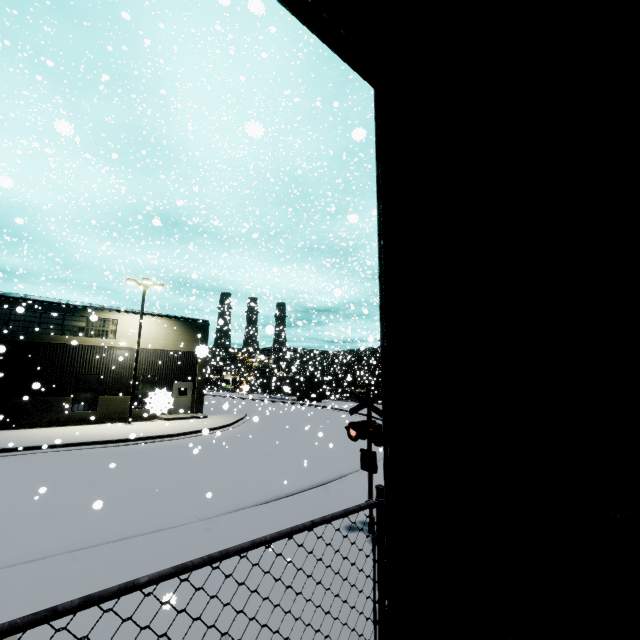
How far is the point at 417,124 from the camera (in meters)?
1.75

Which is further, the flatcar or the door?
the door

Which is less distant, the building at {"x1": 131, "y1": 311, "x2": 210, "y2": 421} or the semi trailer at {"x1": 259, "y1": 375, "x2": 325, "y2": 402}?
the building at {"x1": 131, "y1": 311, "x2": 210, "y2": 421}

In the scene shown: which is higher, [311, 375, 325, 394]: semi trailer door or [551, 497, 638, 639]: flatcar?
[311, 375, 325, 394]: semi trailer door

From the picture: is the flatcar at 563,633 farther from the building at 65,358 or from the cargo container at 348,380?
the cargo container at 348,380

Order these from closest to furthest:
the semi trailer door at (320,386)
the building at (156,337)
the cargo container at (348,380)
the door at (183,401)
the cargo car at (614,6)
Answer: the cargo car at (614,6) < the building at (156,337) < the door at (183,401) < the cargo container at (348,380) < the semi trailer door at (320,386)

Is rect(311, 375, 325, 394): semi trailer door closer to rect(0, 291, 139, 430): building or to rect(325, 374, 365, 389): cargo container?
rect(0, 291, 139, 430): building

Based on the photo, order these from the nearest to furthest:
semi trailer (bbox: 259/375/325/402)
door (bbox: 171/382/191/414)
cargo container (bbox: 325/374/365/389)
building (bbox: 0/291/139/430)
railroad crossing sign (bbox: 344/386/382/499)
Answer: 1. railroad crossing sign (bbox: 344/386/382/499)
2. building (bbox: 0/291/139/430)
3. door (bbox: 171/382/191/414)
4. semi trailer (bbox: 259/375/325/402)
5. cargo container (bbox: 325/374/365/389)
